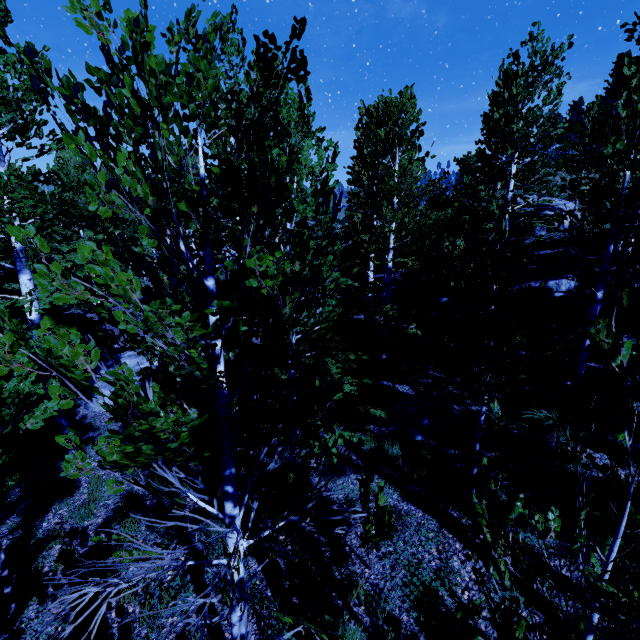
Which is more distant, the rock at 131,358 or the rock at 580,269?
the rock at 580,269

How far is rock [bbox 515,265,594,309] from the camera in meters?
13.2 m

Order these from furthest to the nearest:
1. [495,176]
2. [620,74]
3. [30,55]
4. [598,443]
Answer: [620,74] → [495,176] → [598,443] → [30,55]

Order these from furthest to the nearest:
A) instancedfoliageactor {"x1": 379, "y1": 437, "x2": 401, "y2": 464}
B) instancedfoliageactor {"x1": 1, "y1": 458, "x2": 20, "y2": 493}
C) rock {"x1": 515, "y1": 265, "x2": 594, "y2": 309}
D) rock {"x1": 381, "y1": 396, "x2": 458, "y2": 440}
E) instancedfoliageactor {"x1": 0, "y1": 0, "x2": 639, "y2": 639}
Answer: rock {"x1": 515, "y1": 265, "x2": 594, "y2": 309}
rock {"x1": 381, "y1": 396, "x2": 458, "y2": 440}
instancedfoliageactor {"x1": 379, "y1": 437, "x2": 401, "y2": 464}
instancedfoliageactor {"x1": 1, "y1": 458, "x2": 20, "y2": 493}
instancedfoliageactor {"x1": 0, "y1": 0, "x2": 639, "y2": 639}

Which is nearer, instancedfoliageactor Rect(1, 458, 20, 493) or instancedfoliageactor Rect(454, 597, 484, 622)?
instancedfoliageactor Rect(454, 597, 484, 622)

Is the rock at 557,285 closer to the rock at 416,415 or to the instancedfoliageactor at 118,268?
the instancedfoliageactor at 118,268

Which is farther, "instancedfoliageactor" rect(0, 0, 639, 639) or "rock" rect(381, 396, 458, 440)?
"rock" rect(381, 396, 458, 440)

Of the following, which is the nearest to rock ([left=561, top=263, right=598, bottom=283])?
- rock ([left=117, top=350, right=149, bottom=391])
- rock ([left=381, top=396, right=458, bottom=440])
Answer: rock ([left=381, top=396, right=458, bottom=440])
